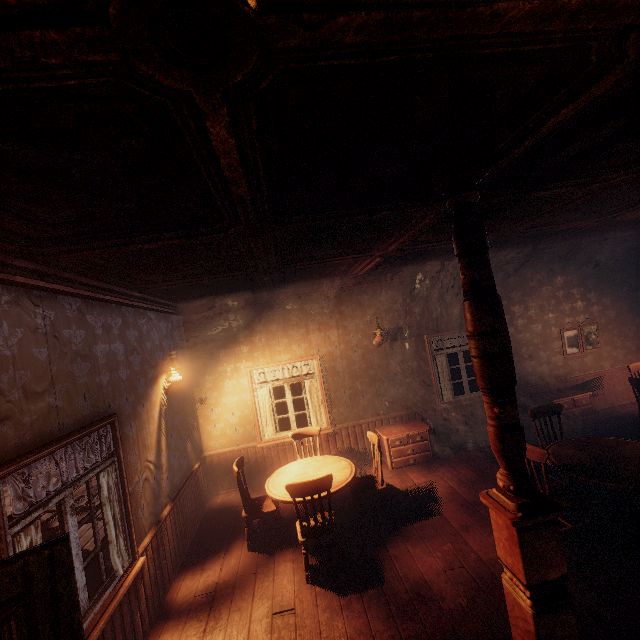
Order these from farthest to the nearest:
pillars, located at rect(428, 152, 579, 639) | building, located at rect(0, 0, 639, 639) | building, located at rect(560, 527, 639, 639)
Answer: building, located at rect(560, 527, 639, 639) → pillars, located at rect(428, 152, 579, 639) → building, located at rect(0, 0, 639, 639)

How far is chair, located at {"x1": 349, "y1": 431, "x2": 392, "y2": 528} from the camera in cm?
473

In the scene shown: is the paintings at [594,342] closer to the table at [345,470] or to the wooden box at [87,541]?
the table at [345,470]

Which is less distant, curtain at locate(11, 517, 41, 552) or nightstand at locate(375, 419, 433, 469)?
curtain at locate(11, 517, 41, 552)

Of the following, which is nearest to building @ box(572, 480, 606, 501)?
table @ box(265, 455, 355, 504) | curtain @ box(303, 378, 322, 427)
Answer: curtain @ box(303, 378, 322, 427)

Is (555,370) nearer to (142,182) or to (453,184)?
(453,184)

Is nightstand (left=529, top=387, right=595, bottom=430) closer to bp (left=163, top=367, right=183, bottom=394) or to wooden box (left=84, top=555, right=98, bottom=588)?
bp (left=163, top=367, right=183, bottom=394)

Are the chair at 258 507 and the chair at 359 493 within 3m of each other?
yes
